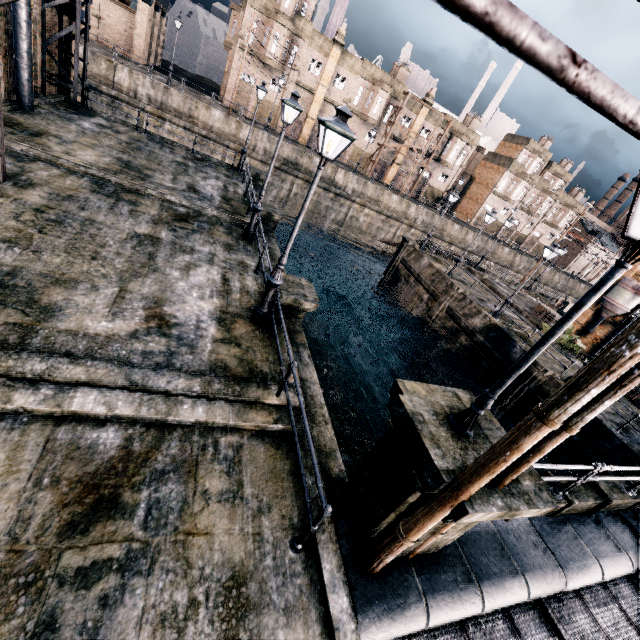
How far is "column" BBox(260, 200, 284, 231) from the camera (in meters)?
17.39

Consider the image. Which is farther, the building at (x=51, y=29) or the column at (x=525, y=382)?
the column at (x=525, y=382)

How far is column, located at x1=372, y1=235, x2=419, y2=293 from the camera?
31.2m

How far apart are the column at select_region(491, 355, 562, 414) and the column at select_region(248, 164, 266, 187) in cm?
2125

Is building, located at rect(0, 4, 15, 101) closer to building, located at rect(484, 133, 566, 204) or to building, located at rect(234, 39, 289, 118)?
building, located at rect(234, 39, 289, 118)

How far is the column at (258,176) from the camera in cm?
2391

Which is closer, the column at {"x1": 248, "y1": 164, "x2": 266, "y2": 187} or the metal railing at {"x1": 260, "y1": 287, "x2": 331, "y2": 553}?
the metal railing at {"x1": 260, "y1": 287, "x2": 331, "y2": 553}

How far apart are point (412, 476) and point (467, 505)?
0.9 meters
